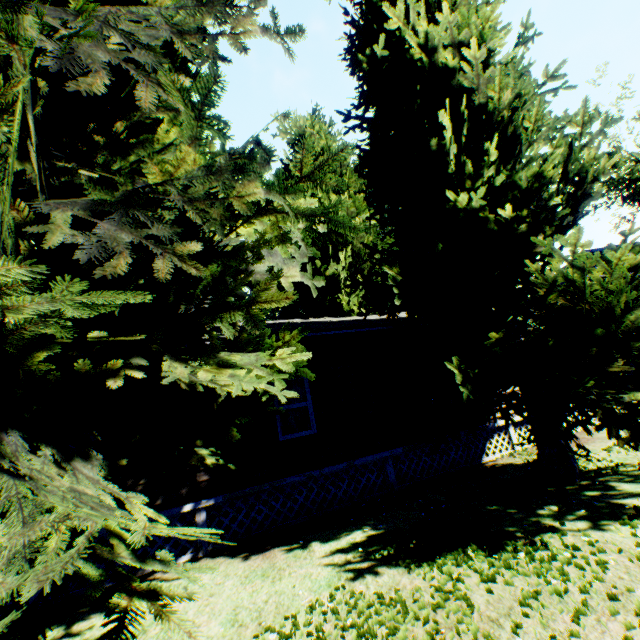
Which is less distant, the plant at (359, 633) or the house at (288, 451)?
the plant at (359, 633)

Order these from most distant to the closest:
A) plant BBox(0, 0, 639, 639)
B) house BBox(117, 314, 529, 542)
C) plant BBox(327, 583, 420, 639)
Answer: house BBox(117, 314, 529, 542)
plant BBox(327, 583, 420, 639)
plant BBox(0, 0, 639, 639)

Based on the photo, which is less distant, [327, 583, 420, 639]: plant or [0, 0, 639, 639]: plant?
[0, 0, 639, 639]: plant

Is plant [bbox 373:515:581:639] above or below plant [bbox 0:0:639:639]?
below

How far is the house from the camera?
7.3 meters

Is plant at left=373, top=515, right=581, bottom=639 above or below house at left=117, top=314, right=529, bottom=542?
below

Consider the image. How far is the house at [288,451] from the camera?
7.27m

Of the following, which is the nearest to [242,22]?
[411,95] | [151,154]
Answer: [151,154]
